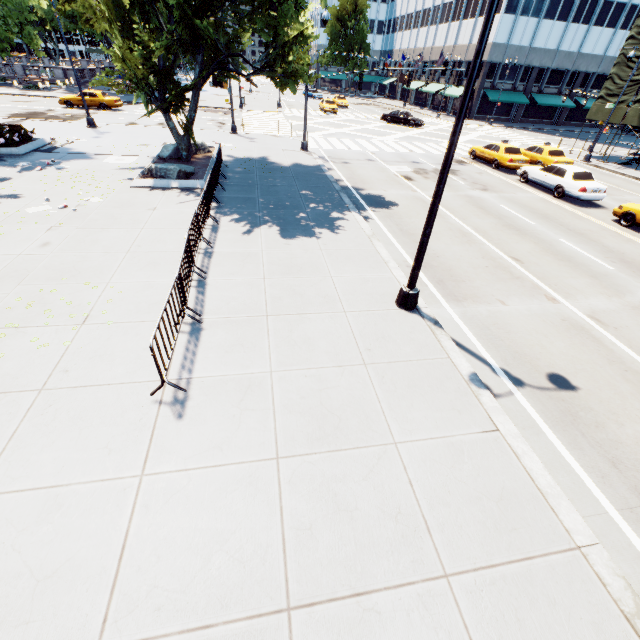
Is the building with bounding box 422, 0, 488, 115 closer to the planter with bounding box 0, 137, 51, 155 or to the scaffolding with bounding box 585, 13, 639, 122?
the scaffolding with bounding box 585, 13, 639, 122

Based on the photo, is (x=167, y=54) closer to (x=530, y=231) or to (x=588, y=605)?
(x=530, y=231)

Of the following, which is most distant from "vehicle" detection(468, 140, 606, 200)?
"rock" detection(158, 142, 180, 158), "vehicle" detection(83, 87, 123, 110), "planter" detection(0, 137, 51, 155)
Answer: "vehicle" detection(83, 87, 123, 110)

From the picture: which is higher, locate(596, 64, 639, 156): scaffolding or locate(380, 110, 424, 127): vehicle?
locate(596, 64, 639, 156): scaffolding

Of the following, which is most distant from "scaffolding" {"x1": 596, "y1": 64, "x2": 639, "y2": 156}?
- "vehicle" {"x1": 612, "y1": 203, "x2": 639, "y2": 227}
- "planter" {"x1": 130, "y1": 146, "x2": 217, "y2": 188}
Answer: "planter" {"x1": 130, "y1": 146, "x2": 217, "y2": 188}

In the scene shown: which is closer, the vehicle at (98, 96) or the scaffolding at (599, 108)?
the scaffolding at (599, 108)

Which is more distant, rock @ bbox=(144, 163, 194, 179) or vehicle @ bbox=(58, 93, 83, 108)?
vehicle @ bbox=(58, 93, 83, 108)

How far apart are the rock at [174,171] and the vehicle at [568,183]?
19.2 meters
